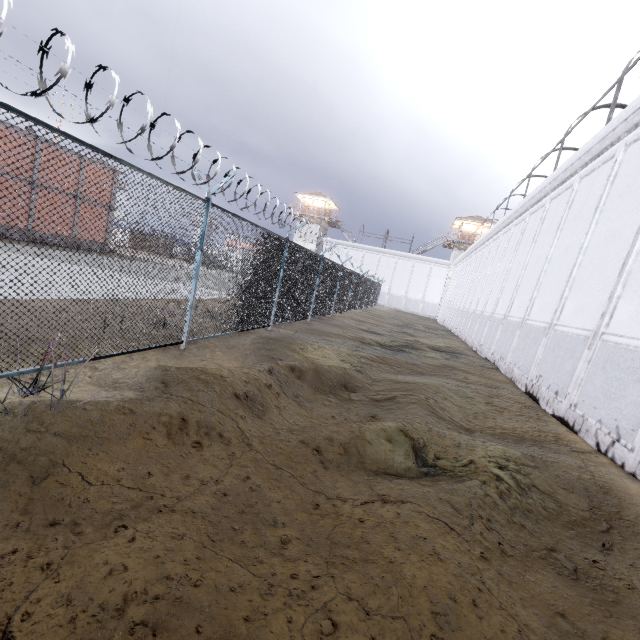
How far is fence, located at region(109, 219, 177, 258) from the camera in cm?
452

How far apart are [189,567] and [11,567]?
1.0 meters

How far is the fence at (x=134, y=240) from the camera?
4.52m
